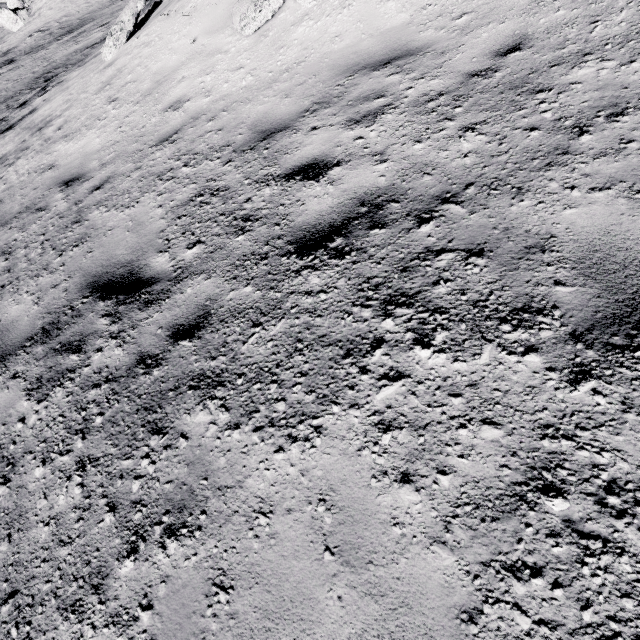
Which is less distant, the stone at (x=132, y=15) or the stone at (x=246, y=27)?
the stone at (x=246, y=27)

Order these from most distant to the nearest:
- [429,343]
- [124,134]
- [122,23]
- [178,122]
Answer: [122,23] → [124,134] → [178,122] → [429,343]

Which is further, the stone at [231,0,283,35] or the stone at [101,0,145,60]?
the stone at [101,0,145,60]
